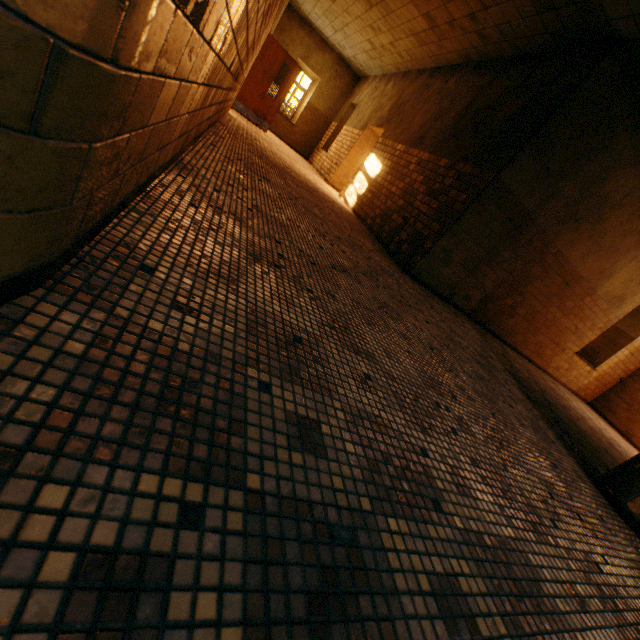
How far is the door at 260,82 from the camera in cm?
898

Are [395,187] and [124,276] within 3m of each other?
no

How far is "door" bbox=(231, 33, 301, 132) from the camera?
9.0m
